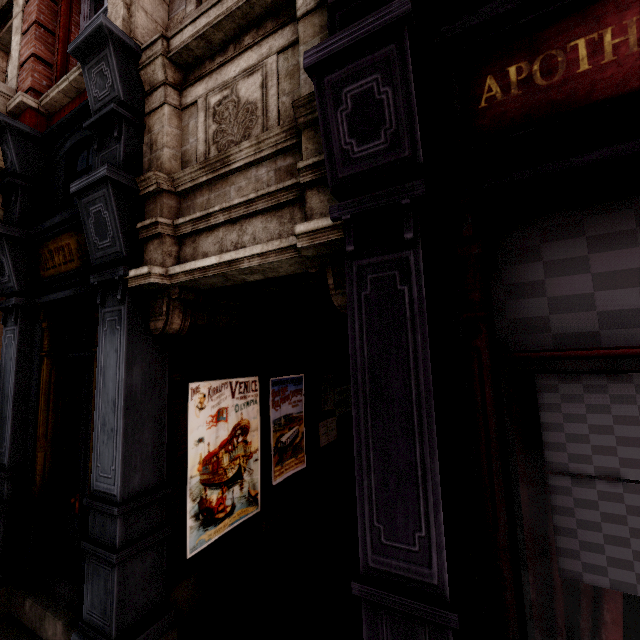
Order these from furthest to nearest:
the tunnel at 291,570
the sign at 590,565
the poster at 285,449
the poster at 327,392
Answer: the poster at 327,392 < the poster at 285,449 < the tunnel at 291,570 < the sign at 590,565

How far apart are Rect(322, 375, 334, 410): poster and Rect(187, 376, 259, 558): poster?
2.04m

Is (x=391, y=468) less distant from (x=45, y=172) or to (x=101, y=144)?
(x=101, y=144)

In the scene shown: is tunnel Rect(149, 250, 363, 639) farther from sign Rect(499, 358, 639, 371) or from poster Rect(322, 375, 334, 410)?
sign Rect(499, 358, 639, 371)

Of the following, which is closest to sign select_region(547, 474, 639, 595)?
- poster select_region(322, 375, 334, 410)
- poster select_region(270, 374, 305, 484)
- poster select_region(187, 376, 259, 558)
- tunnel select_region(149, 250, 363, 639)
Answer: tunnel select_region(149, 250, 363, 639)

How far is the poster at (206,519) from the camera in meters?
3.7

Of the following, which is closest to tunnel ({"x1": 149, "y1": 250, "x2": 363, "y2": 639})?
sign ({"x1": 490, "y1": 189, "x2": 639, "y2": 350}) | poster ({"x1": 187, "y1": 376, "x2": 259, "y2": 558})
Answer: poster ({"x1": 187, "y1": 376, "x2": 259, "y2": 558})
